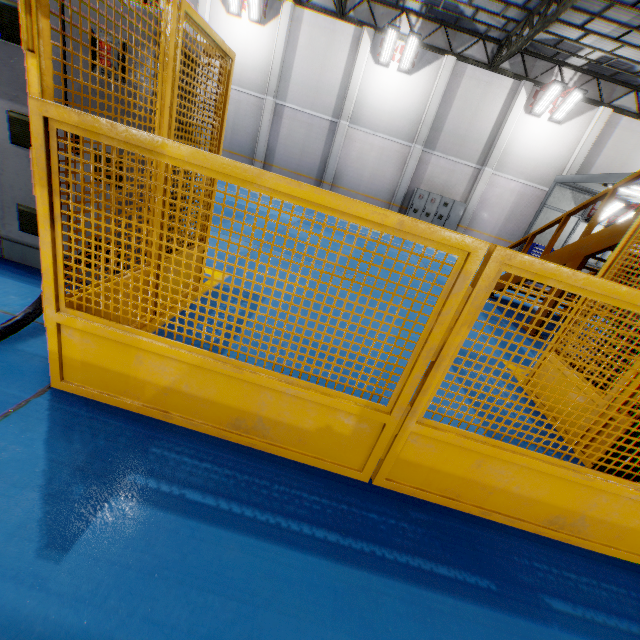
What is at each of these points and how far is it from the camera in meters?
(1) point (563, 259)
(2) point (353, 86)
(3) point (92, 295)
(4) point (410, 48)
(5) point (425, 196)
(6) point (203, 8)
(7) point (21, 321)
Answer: (1) metal stair, 5.8
(2) cement column, 16.0
(3) metal panel, 1.7
(4) light, 14.7
(5) cabinet, 17.2
(6) cement column, 15.4
(7) cable, 2.2

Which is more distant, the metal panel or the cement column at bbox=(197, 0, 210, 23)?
the cement column at bbox=(197, 0, 210, 23)

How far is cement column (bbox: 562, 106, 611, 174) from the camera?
15.4m

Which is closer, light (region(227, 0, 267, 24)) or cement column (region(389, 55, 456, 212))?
light (region(227, 0, 267, 24))

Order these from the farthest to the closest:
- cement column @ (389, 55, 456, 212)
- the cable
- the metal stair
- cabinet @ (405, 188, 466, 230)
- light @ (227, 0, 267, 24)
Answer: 1. cabinet @ (405, 188, 466, 230)
2. cement column @ (389, 55, 456, 212)
3. light @ (227, 0, 267, 24)
4. the metal stair
5. the cable

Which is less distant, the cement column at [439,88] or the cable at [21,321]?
the cable at [21,321]

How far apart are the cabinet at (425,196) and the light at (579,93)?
4.8m

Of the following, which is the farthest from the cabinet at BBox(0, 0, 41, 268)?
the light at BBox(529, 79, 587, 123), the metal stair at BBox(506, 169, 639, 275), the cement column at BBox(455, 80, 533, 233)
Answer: the light at BBox(529, 79, 587, 123)
